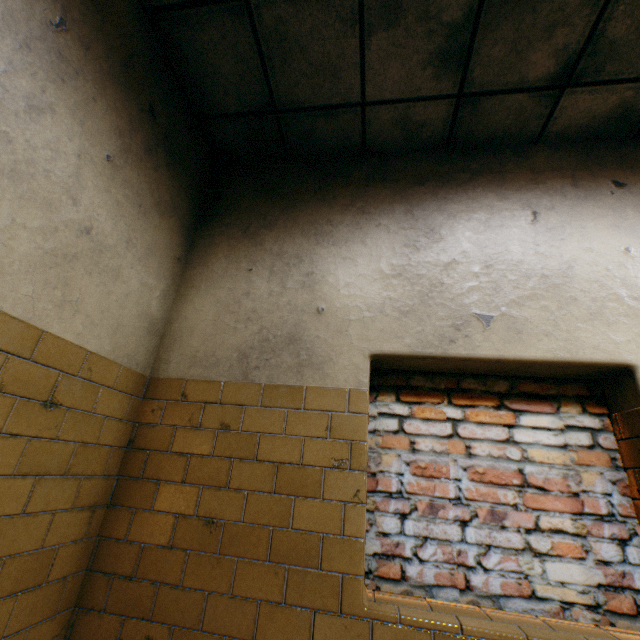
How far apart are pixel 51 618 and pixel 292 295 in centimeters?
202cm
